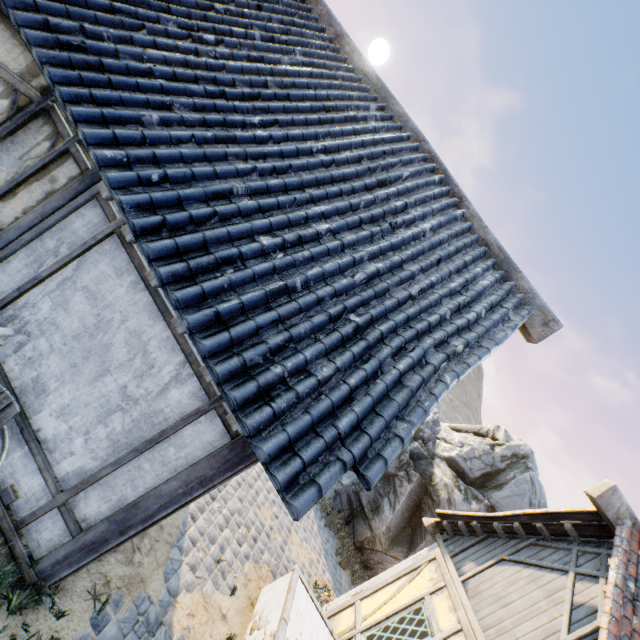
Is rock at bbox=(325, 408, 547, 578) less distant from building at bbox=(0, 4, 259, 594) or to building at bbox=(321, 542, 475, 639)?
building at bbox=(0, 4, 259, 594)

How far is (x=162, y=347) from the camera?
3.04m

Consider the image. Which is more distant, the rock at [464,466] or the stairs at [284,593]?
the rock at [464,466]

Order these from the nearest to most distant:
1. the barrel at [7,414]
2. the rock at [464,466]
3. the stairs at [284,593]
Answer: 1. the barrel at [7,414]
2. the stairs at [284,593]
3. the rock at [464,466]

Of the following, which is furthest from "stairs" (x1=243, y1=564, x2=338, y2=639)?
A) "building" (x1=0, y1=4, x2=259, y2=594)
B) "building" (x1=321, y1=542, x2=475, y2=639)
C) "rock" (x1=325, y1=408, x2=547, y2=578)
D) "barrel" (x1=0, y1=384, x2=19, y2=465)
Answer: "rock" (x1=325, y1=408, x2=547, y2=578)

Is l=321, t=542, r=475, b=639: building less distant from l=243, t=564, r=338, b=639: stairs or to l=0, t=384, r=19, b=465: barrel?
l=243, t=564, r=338, b=639: stairs

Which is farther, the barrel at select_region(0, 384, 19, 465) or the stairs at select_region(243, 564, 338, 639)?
the stairs at select_region(243, 564, 338, 639)

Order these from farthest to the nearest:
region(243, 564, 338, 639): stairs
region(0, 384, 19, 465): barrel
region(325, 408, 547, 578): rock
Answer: region(325, 408, 547, 578): rock
region(243, 564, 338, 639): stairs
region(0, 384, 19, 465): barrel
